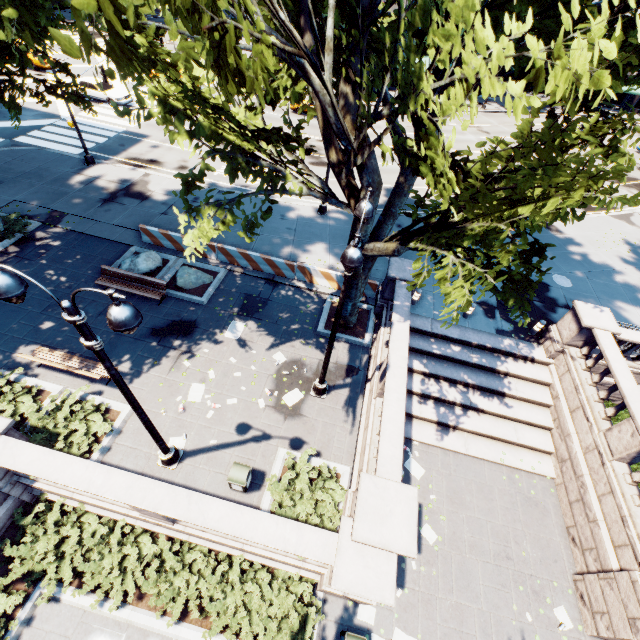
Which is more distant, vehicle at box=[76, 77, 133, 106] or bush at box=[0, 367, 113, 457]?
vehicle at box=[76, 77, 133, 106]

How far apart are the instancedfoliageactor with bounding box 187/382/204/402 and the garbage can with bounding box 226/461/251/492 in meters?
2.8 m

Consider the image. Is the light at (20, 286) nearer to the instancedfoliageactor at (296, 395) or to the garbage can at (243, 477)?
the garbage can at (243, 477)

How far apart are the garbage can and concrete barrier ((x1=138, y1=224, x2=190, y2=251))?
8.9 meters

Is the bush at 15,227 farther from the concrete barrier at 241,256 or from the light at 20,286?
the light at 20,286

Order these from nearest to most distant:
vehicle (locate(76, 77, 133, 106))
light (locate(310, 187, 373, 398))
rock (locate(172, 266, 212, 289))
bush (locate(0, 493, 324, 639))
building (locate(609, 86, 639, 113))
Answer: light (locate(310, 187, 373, 398)), bush (locate(0, 493, 324, 639)), rock (locate(172, 266, 212, 289)), vehicle (locate(76, 77, 133, 106)), building (locate(609, 86, 639, 113))

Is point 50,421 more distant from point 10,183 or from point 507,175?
point 10,183

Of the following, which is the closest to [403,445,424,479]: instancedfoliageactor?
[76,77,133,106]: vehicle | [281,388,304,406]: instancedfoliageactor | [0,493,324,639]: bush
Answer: [281,388,304,406]: instancedfoliageactor
